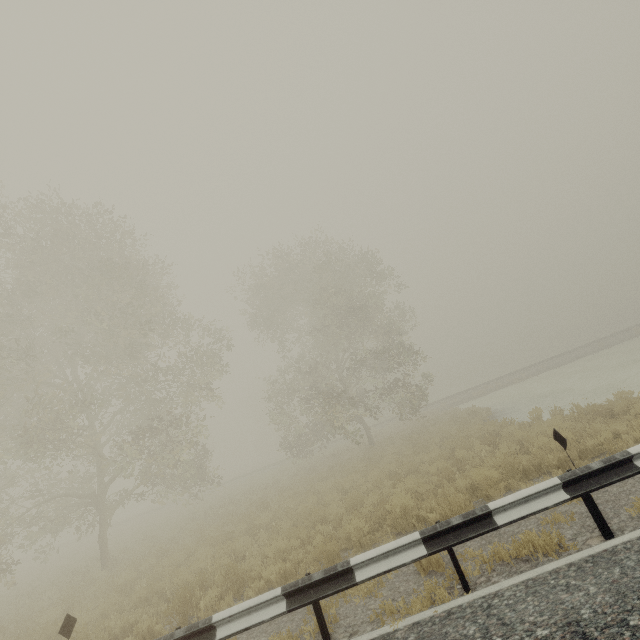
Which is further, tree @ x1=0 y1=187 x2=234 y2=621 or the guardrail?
tree @ x1=0 y1=187 x2=234 y2=621

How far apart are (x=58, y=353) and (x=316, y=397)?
14.9m

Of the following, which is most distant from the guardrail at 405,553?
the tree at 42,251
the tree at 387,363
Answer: the tree at 387,363

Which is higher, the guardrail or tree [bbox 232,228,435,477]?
tree [bbox 232,228,435,477]

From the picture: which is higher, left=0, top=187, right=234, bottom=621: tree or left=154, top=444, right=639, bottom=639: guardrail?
left=0, top=187, right=234, bottom=621: tree

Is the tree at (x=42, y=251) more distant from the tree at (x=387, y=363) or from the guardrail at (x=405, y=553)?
the tree at (x=387, y=363)

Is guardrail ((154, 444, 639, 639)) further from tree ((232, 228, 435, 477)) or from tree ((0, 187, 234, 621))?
tree ((232, 228, 435, 477))
